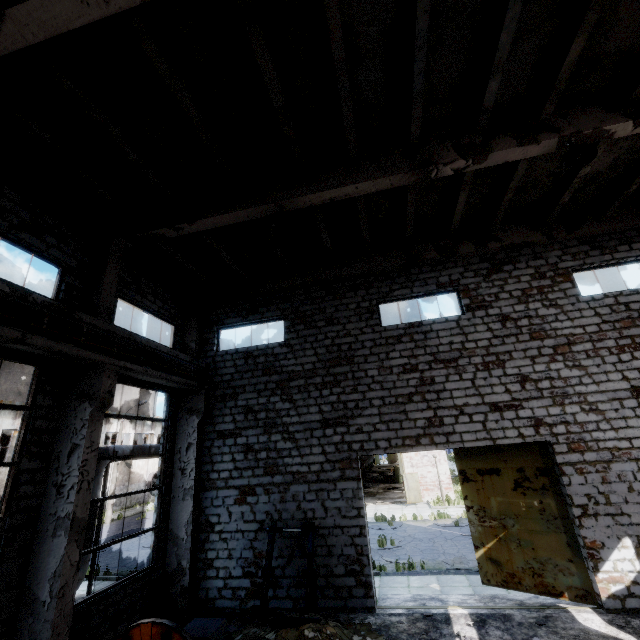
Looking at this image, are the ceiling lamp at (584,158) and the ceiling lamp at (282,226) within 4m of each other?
no

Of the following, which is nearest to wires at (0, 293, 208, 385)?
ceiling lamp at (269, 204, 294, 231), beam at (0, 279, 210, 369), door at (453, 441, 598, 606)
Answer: beam at (0, 279, 210, 369)

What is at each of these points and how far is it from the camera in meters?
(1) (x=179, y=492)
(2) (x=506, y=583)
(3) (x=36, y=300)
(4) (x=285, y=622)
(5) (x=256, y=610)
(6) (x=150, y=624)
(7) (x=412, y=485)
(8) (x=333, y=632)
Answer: (1) column beam, 10.5 m
(2) door, 9.2 m
(3) beam, 6.3 m
(4) wire roll, 7.1 m
(5) cable machine frame, 7.5 m
(6) cable machine, 4.5 m
(7) door, 24.7 m
(8) concrete debris, 7.1 m

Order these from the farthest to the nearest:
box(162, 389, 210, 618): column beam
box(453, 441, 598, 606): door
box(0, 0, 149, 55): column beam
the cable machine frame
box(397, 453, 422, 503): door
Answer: box(397, 453, 422, 503): door
box(162, 389, 210, 618): column beam
box(453, 441, 598, 606): door
the cable machine frame
box(0, 0, 149, 55): column beam

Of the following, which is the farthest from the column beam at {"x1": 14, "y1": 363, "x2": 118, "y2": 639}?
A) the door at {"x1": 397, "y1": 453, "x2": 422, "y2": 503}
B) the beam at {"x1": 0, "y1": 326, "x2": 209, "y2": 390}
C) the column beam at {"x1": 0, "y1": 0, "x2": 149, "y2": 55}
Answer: the door at {"x1": 397, "y1": 453, "x2": 422, "y2": 503}

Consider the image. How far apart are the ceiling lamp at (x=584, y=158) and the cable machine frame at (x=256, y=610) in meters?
11.2

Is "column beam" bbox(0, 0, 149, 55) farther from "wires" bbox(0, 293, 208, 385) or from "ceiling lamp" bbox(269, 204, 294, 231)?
"ceiling lamp" bbox(269, 204, 294, 231)

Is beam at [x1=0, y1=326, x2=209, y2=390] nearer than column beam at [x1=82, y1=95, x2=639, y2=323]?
Yes
